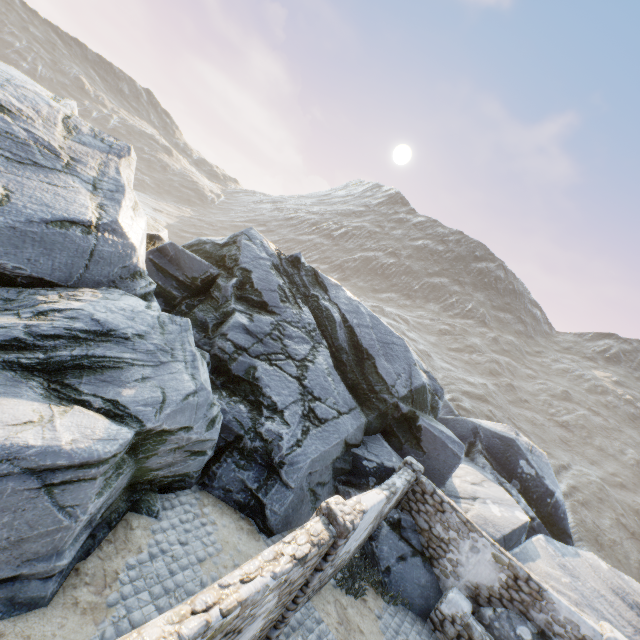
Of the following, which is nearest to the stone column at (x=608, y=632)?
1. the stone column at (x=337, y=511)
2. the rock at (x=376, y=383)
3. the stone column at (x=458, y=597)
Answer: the rock at (x=376, y=383)

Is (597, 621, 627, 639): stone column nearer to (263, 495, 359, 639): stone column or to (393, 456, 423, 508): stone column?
(393, 456, 423, 508): stone column

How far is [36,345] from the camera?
6.7 meters

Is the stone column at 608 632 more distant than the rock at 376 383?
Yes

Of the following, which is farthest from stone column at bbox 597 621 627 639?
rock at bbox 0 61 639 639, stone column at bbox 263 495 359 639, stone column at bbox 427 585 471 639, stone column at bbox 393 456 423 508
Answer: stone column at bbox 263 495 359 639

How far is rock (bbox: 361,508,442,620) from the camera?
9.9m

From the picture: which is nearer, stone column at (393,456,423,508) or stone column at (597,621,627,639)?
stone column at (597,621,627,639)

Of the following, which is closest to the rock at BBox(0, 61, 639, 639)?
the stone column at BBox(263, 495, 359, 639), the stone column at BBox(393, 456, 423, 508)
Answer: the stone column at BBox(393, 456, 423, 508)
